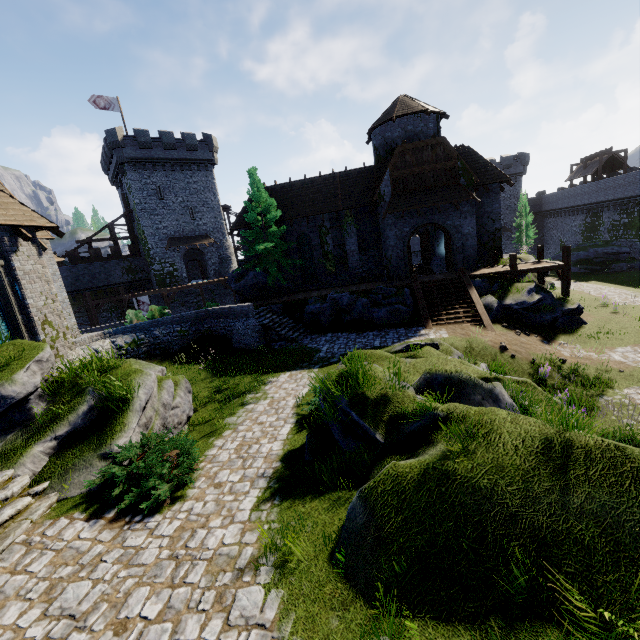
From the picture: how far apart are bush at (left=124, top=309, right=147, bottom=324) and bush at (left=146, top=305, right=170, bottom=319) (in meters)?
4.80

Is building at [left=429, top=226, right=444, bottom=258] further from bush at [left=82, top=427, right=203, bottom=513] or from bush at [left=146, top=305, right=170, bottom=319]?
bush at [left=82, top=427, right=203, bottom=513]

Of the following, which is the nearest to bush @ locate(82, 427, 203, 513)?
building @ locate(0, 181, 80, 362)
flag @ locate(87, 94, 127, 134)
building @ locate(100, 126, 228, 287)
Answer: building @ locate(0, 181, 80, 362)

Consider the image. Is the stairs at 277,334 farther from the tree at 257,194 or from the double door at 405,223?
the double door at 405,223

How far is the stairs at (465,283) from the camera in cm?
1774

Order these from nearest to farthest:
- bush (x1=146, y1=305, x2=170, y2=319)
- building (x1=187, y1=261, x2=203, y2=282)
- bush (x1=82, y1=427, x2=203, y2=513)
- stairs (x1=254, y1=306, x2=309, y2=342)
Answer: bush (x1=82, y1=427, x2=203, y2=513) → stairs (x1=254, y1=306, x2=309, y2=342) → bush (x1=146, y1=305, x2=170, y2=319) → building (x1=187, y1=261, x2=203, y2=282)

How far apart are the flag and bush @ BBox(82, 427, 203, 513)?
40.1 meters

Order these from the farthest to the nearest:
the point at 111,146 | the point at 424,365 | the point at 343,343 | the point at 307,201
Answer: the point at 111,146 < the point at 307,201 < the point at 343,343 < the point at 424,365
